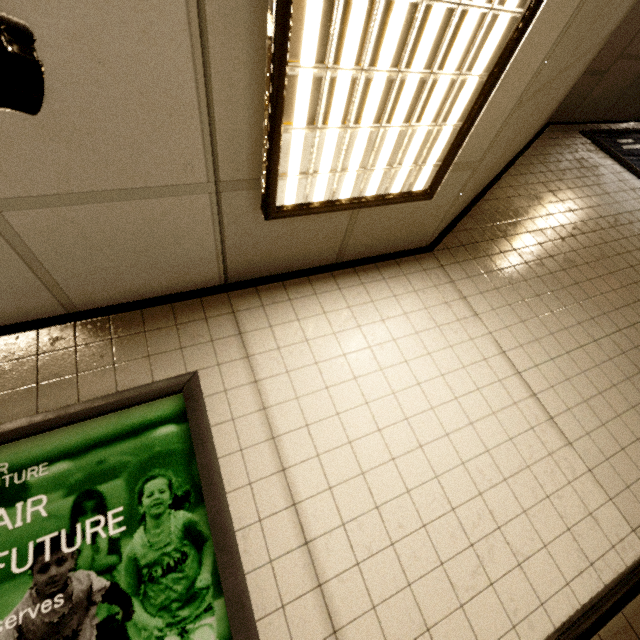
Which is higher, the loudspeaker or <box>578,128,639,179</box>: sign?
<box>578,128,639,179</box>: sign

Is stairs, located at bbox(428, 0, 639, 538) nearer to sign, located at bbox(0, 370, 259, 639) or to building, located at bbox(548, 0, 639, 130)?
building, located at bbox(548, 0, 639, 130)

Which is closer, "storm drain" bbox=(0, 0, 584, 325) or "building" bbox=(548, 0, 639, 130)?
"storm drain" bbox=(0, 0, 584, 325)

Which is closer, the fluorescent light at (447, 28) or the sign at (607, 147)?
the fluorescent light at (447, 28)

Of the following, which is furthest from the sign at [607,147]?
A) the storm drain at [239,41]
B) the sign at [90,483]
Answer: the sign at [90,483]

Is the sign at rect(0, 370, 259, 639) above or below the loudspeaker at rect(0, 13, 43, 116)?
below

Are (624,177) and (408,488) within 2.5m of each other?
no

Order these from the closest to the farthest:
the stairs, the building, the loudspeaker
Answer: the loudspeaker < the stairs < the building
